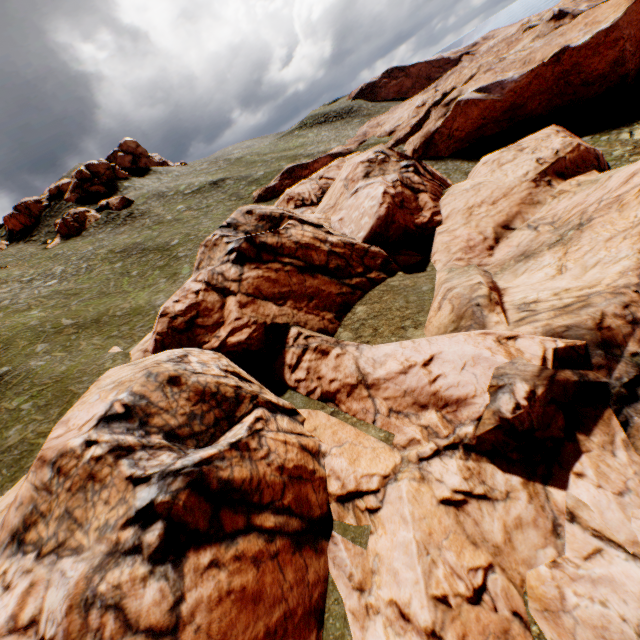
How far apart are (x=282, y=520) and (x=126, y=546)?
4.48m

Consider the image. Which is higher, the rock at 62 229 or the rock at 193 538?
the rock at 62 229

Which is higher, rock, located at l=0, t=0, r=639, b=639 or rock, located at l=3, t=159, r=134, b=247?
rock, located at l=3, t=159, r=134, b=247

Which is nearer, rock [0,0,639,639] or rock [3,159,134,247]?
rock [0,0,639,639]

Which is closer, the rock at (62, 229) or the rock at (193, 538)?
the rock at (193, 538)
